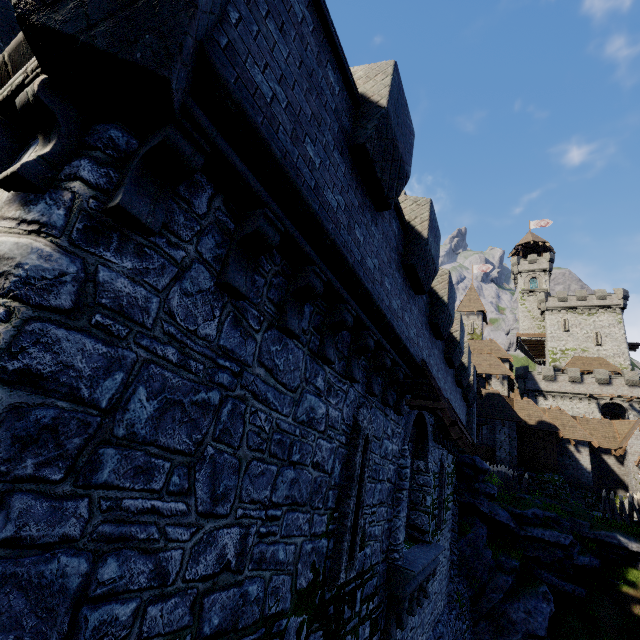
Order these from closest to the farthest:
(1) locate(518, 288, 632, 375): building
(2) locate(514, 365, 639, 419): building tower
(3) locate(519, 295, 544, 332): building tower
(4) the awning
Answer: (4) the awning → (2) locate(514, 365, 639, 419): building tower → (1) locate(518, 288, 632, 375): building → (3) locate(519, 295, 544, 332): building tower

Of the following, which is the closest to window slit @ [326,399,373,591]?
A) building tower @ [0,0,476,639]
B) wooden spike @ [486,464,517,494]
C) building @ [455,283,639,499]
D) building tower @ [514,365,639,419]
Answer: building tower @ [0,0,476,639]

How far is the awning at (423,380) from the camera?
6.9 meters

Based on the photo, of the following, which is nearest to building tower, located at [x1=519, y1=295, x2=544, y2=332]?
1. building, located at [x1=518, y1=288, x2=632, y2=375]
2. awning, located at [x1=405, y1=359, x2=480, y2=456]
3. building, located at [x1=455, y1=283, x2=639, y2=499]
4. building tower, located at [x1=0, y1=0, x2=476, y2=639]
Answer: building, located at [x1=518, y1=288, x2=632, y2=375]

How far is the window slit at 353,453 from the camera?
4.8m

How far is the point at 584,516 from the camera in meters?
22.7 m

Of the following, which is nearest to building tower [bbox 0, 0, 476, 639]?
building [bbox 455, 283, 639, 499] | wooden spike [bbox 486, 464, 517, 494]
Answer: wooden spike [bbox 486, 464, 517, 494]

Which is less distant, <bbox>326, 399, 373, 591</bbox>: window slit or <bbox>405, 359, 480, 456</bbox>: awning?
<bbox>326, 399, 373, 591</bbox>: window slit
